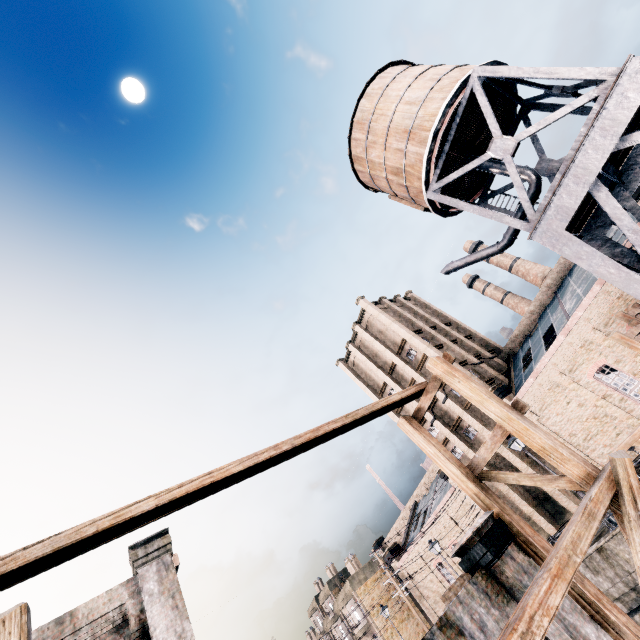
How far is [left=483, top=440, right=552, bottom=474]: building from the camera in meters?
28.5 m

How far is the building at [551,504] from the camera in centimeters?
2679cm

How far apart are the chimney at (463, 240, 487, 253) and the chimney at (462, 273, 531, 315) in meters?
2.6

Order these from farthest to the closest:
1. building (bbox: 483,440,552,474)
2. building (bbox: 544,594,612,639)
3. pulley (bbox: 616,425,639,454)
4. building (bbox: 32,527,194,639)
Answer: building (bbox: 483,440,552,474)
pulley (bbox: 616,425,639,454)
building (bbox: 32,527,194,639)
building (bbox: 544,594,612,639)

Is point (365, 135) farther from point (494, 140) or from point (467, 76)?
point (494, 140)

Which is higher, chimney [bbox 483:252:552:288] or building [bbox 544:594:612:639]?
chimney [bbox 483:252:552:288]

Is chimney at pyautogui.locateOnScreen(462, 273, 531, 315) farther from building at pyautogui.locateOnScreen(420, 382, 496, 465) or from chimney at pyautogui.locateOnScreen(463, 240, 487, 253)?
building at pyautogui.locateOnScreen(420, 382, 496, 465)

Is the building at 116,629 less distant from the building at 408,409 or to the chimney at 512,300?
the building at 408,409
